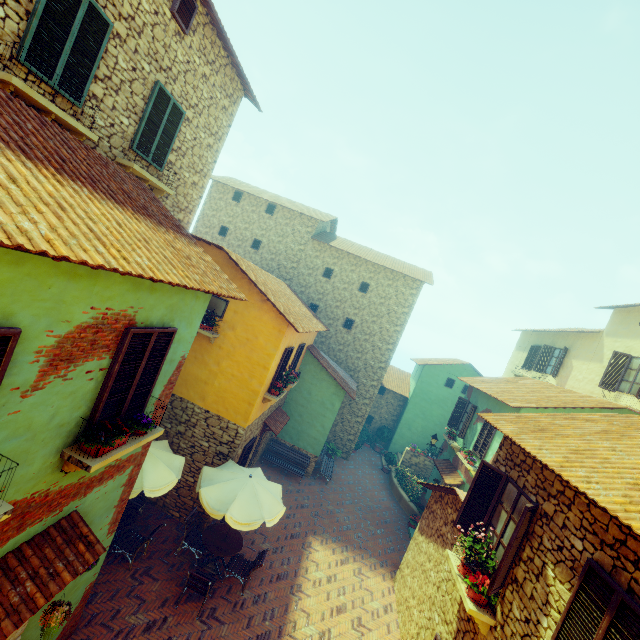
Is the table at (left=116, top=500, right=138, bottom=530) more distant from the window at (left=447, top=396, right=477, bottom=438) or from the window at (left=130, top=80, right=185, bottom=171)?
the window at (left=130, top=80, right=185, bottom=171)

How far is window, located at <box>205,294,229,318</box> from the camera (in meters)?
10.30

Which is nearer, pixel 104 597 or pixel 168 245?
pixel 168 245

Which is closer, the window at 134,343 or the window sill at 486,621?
the window at 134,343

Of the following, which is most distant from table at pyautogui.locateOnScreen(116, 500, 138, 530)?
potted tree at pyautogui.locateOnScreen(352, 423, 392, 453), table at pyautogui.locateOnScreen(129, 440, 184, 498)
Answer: potted tree at pyautogui.locateOnScreen(352, 423, 392, 453)

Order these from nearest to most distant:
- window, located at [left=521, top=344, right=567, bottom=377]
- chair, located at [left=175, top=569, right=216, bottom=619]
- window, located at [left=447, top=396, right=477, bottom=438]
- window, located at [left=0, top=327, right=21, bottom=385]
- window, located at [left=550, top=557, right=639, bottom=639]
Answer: window, located at [left=0, top=327, right=21, bottom=385] → window, located at [left=550, top=557, right=639, bottom=639] → chair, located at [left=175, top=569, right=216, bottom=619] → window, located at [left=447, top=396, right=477, bottom=438] → window, located at [left=521, top=344, right=567, bottom=377]

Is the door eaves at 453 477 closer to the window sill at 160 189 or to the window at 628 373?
the window at 628 373

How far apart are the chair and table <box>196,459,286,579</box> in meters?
0.5 m
